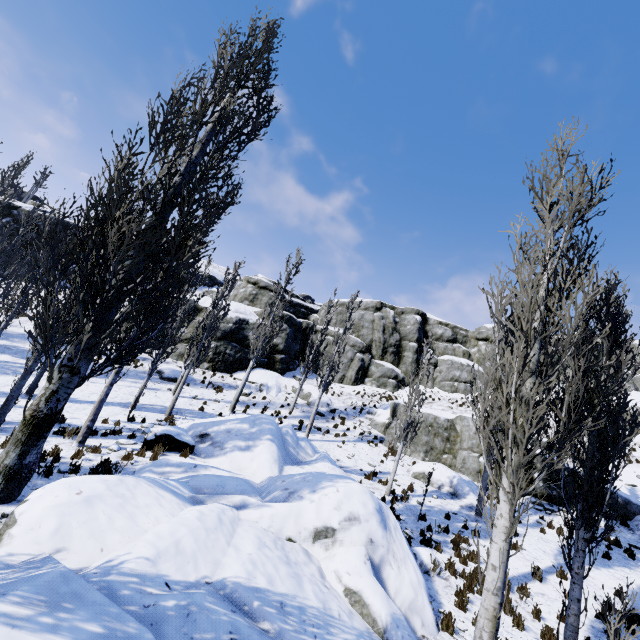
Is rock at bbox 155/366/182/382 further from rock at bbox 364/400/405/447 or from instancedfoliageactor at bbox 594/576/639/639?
rock at bbox 364/400/405/447

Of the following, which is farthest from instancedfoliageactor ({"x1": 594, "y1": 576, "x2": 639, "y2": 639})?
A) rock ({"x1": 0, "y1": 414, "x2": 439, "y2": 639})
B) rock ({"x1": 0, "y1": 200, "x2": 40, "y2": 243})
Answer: rock ({"x1": 0, "y1": 200, "x2": 40, "y2": 243})

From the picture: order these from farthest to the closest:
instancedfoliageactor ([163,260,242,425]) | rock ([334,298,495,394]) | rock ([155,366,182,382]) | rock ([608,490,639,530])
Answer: rock ([334,298,495,394])
rock ([155,366,182,382])
instancedfoliageactor ([163,260,242,425])
rock ([608,490,639,530])

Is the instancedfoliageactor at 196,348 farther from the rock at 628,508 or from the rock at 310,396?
the rock at 310,396

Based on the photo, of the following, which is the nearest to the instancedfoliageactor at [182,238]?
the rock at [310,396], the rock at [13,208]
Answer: the rock at [13,208]

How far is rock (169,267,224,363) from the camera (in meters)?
27.05

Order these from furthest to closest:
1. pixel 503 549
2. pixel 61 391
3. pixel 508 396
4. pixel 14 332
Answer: pixel 14 332 → pixel 508 396 → pixel 61 391 → pixel 503 549

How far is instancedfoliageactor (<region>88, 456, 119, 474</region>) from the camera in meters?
8.9
